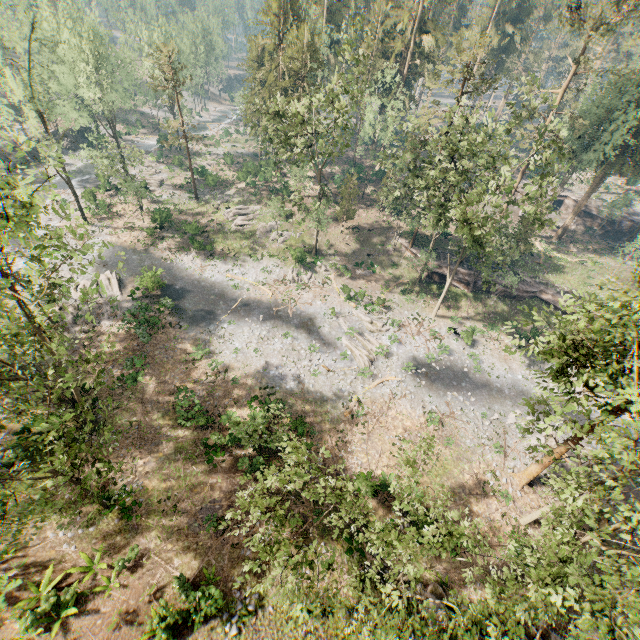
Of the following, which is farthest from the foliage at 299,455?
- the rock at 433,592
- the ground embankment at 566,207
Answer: the ground embankment at 566,207

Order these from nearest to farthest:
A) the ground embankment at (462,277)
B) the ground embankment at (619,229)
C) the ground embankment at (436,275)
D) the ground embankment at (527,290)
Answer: the ground embankment at (527,290), the ground embankment at (462,277), the ground embankment at (436,275), the ground embankment at (619,229)

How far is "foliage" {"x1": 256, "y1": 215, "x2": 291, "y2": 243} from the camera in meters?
40.5 m

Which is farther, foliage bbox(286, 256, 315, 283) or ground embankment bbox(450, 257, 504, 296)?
ground embankment bbox(450, 257, 504, 296)

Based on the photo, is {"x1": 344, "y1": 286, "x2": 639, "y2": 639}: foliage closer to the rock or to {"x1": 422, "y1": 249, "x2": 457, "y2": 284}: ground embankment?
{"x1": 422, "y1": 249, "x2": 457, "y2": 284}: ground embankment

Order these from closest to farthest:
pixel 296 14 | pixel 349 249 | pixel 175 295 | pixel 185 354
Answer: pixel 185 354 → pixel 175 295 → pixel 296 14 → pixel 349 249

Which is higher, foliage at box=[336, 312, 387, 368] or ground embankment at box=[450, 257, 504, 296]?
ground embankment at box=[450, 257, 504, 296]
